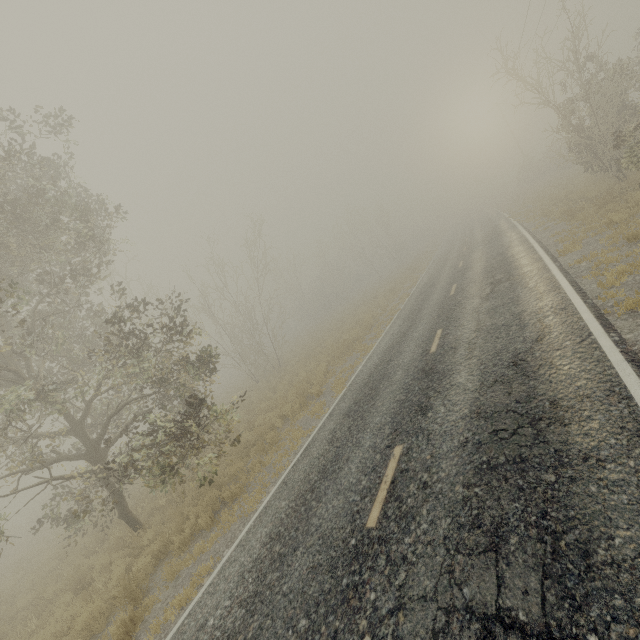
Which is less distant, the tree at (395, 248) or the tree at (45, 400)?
the tree at (45, 400)

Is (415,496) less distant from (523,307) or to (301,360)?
(523,307)

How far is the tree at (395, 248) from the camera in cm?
4541

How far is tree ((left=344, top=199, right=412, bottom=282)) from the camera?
45.4m

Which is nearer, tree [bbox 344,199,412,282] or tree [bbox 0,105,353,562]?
tree [bbox 0,105,353,562]
